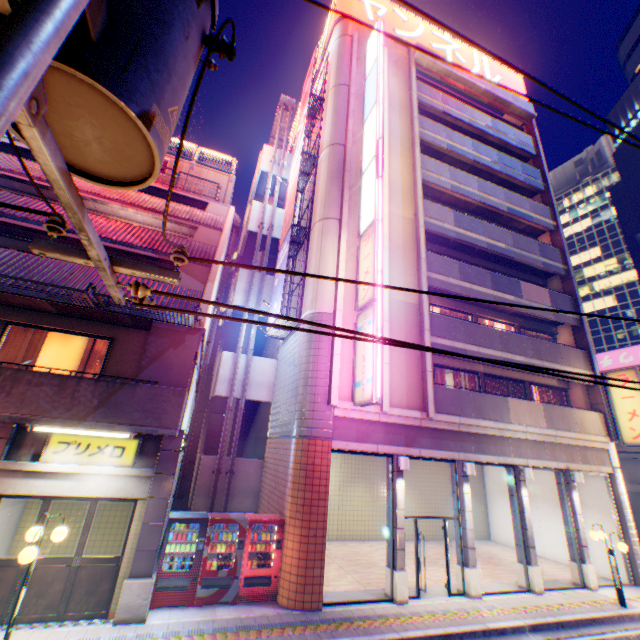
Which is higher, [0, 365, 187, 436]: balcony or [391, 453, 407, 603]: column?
[0, 365, 187, 436]: balcony

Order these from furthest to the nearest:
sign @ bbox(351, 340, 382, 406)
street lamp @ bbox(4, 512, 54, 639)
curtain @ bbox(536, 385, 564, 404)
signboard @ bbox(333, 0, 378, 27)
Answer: signboard @ bbox(333, 0, 378, 27)
curtain @ bbox(536, 385, 564, 404)
sign @ bbox(351, 340, 382, 406)
street lamp @ bbox(4, 512, 54, 639)

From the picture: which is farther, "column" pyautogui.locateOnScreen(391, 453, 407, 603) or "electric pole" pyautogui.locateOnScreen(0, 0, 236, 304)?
"column" pyautogui.locateOnScreen(391, 453, 407, 603)

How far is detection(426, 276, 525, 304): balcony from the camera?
14.57m

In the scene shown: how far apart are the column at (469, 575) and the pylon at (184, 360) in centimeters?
1017cm

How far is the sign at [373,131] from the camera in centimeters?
1225cm

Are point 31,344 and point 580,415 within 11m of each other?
no

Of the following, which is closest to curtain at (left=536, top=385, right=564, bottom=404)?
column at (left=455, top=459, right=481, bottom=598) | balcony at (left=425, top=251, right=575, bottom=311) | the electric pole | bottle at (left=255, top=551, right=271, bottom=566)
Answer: balcony at (left=425, top=251, right=575, bottom=311)
